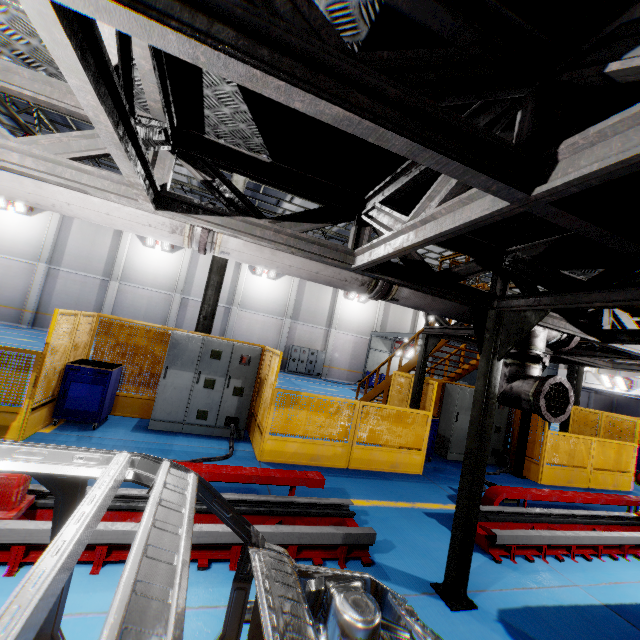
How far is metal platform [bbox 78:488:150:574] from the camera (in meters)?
3.08

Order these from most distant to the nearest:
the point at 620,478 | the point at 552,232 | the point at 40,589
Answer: the point at 620,478 < the point at 552,232 < the point at 40,589

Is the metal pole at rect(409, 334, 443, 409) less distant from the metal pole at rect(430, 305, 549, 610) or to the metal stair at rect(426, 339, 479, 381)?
the metal stair at rect(426, 339, 479, 381)

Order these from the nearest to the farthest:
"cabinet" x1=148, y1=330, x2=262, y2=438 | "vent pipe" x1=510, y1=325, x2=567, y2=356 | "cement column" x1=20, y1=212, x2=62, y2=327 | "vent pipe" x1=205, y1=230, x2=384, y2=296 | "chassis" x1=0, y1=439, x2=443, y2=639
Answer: "chassis" x1=0, y1=439, x2=443, y2=639 < "vent pipe" x1=205, y1=230, x2=384, y2=296 < "vent pipe" x1=510, y1=325, x2=567, y2=356 < "cabinet" x1=148, y1=330, x2=262, y2=438 < "cement column" x1=20, y1=212, x2=62, y2=327

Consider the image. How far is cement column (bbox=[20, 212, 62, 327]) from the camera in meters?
19.9 m

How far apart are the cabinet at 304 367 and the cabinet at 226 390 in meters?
16.4

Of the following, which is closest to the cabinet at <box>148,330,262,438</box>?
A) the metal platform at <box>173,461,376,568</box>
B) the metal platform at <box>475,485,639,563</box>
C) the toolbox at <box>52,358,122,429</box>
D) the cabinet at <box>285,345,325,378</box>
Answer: the toolbox at <box>52,358,122,429</box>

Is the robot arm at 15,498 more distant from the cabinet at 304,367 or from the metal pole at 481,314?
the cabinet at 304,367
